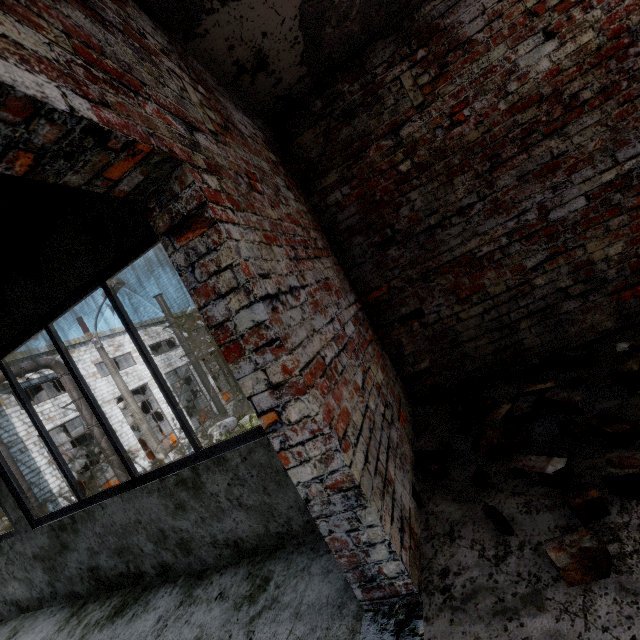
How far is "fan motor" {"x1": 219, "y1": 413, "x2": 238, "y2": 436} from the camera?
26.14m

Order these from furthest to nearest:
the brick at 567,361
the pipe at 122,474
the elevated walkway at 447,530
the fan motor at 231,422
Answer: the fan motor at 231,422
the pipe at 122,474
the brick at 567,361
the elevated walkway at 447,530

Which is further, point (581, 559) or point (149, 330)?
point (149, 330)

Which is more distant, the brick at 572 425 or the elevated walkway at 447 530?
the brick at 572 425

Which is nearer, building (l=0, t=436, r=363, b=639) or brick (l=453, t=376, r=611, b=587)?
brick (l=453, t=376, r=611, b=587)

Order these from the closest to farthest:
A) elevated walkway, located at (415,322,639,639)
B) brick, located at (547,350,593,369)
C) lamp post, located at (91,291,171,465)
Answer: elevated walkway, located at (415,322,639,639)
brick, located at (547,350,593,369)
lamp post, located at (91,291,171,465)

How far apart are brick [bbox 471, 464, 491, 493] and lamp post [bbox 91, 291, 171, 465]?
12.58m

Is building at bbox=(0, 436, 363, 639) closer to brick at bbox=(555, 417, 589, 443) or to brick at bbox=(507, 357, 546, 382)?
brick at bbox=(555, 417, 589, 443)
